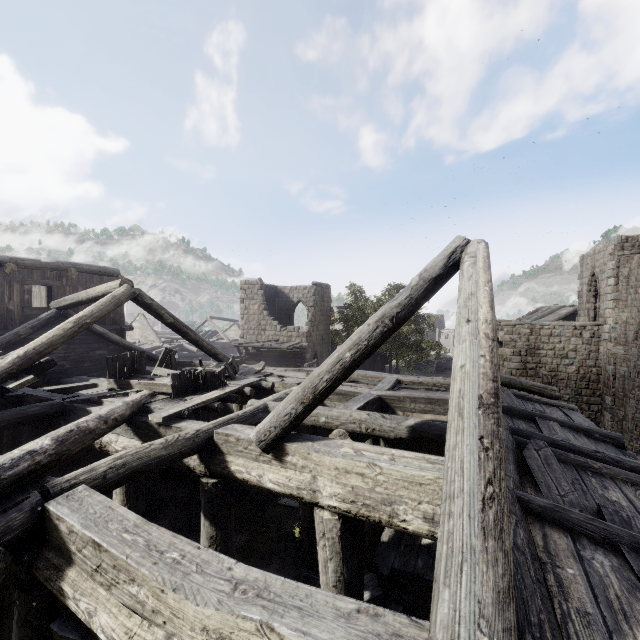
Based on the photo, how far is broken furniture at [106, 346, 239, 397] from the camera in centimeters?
769cm

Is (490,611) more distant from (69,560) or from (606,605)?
(69,560)

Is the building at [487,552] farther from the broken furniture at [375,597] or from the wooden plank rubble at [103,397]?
the broken furniture at [375,597]

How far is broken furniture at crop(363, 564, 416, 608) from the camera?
6.6 meters

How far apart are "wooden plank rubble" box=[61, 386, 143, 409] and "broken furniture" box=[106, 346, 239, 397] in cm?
1

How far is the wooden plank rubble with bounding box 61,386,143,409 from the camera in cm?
730

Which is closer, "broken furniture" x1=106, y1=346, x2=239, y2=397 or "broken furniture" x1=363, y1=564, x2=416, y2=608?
"broken furniture" x1=363, y1=564, x2=416, y2=608

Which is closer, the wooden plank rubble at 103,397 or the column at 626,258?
the wooden plank rubble at 103,397
